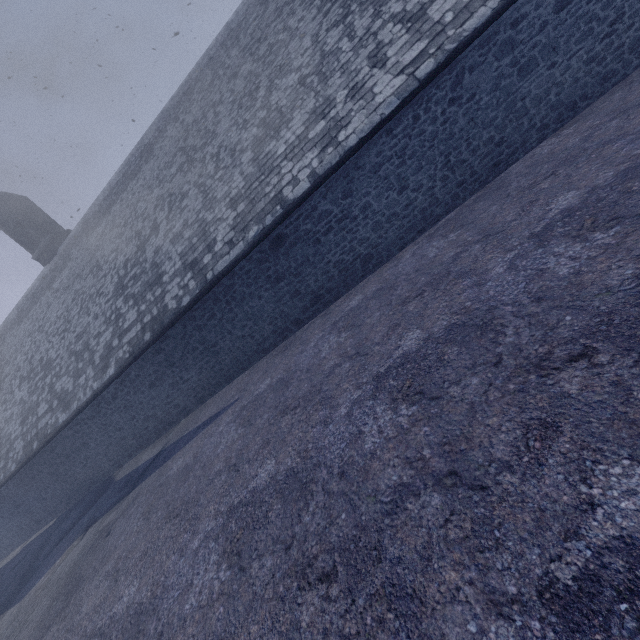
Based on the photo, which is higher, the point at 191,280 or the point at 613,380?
the point at 191,280
